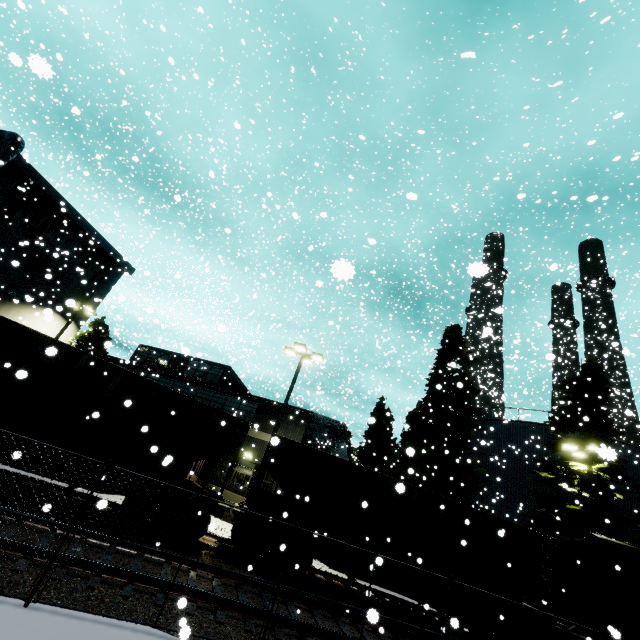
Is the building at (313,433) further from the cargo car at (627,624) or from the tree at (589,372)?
the tree at (589,372)

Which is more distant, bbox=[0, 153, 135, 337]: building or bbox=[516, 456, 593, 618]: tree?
bbox=[0, 153, 135, 337]: building

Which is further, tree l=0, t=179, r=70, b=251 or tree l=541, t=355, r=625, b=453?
tree l=0, t=179, r=70, b=251

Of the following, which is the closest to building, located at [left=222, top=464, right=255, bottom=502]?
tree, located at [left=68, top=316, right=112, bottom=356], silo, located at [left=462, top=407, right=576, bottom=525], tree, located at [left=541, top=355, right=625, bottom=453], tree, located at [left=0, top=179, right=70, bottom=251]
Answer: tree, located at [left=0, top=179, right=70, bottom=251]

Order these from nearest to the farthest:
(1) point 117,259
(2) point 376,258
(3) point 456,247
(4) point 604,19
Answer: (4) point 604,19 < (1) point 117,259 < (2) point 376,258 < (3) point 456,247

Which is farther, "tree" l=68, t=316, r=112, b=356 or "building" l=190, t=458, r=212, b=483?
"tree" l=68, t=316, r=112, b=356

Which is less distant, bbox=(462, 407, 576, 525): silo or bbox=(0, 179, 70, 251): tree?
bbox=(0, 179, 70, 251): tree

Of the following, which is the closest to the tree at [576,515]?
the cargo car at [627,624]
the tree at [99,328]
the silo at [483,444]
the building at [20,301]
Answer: the silo at [483,444]
